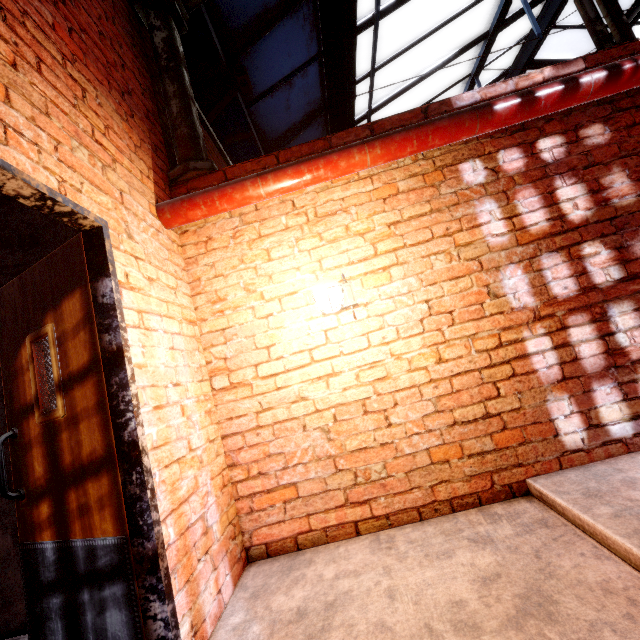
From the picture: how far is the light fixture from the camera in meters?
2.0

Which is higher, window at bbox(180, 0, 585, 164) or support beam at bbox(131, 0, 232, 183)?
window at bbox(180, 0, 585, 164)

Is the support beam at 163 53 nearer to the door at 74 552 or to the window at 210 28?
the window at 210 28

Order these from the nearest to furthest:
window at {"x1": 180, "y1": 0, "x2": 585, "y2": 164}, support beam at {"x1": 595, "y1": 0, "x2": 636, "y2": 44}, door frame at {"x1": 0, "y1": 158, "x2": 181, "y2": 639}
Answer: door frame at {"x1": 0, "y1": 158, "x2": 181, "y2": 639}
support beam at {"x1": 595, "y1": 0, "x2": 636, "y2": 44}
window at {"x1": 180, "y1": 0, "x2": 585, "y2": 164}

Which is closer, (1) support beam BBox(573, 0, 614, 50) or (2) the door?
(2) the door

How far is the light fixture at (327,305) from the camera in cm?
200

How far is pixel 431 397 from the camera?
2.3 meters

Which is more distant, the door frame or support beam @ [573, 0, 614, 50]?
support beam @ [573, 0, 614, 50]
